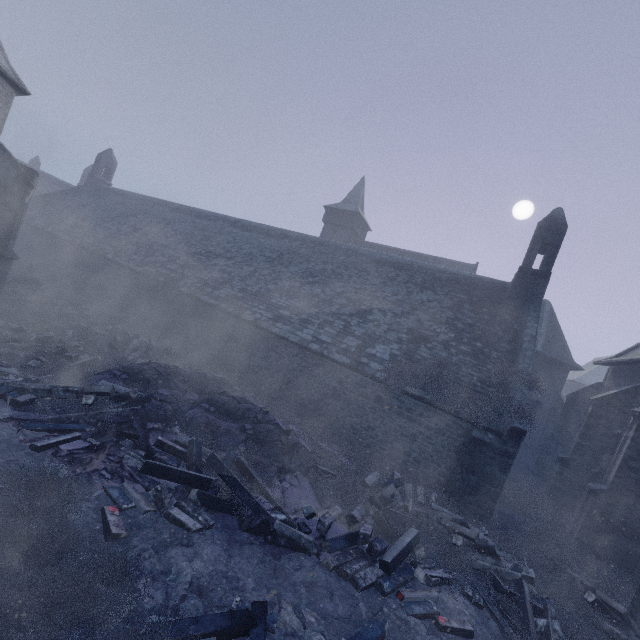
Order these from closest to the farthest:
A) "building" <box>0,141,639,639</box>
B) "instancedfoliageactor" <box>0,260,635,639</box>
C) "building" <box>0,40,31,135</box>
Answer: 1. "instancedfoliageactor" <box>0,260,635,639</box>
2. "building" <box>0,40,31,135</box>
3. "building" <box>0,141,639,639</box>

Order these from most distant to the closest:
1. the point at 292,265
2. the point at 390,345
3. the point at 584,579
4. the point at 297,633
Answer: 1. the point at 292,265
2. the point at 390,345
3. the point at 584,579
4. the point at 297,633

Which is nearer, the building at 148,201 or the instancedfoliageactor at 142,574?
the instancedfoliageactor at 142,574

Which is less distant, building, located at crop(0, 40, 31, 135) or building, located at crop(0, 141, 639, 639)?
building, located at crop(0, 40, 31, 135)

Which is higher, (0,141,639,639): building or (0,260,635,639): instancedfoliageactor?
(0,141,639,639): building

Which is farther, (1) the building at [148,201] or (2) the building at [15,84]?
(1) the building at [148,201]

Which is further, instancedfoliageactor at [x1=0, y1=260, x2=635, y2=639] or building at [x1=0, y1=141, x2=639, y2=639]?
building at [x1=0, y1=141, x2=639, y2=639]
